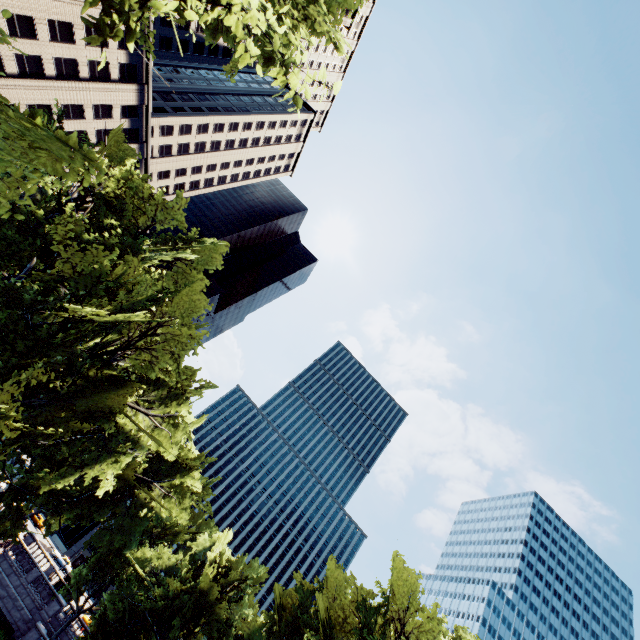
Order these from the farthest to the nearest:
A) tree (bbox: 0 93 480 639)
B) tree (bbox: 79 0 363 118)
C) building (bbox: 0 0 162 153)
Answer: building (bbox: 0 0 162 153) → tree (bbox: 0 93 480 639) → tree (bbox: 79 0 363 118)

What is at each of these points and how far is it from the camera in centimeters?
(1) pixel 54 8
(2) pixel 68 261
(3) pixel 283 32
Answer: (1) building, 3838cm
(2) tree, 1639cm
(3) tree, 545cm

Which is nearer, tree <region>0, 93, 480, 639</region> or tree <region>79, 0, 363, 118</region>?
tree <region>79, 0, 363, 118</region>

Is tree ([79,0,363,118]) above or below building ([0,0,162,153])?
below

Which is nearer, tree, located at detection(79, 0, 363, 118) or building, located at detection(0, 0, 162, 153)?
tree, located at detection(79, 0, 363, 118)

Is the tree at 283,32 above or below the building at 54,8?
below

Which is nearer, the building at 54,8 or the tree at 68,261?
the tree at 68,261
